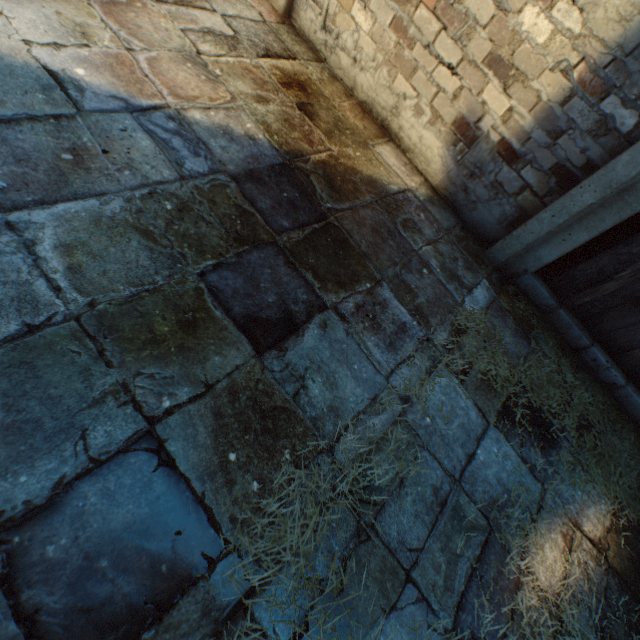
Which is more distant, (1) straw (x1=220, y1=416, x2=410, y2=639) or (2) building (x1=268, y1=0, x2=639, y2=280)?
(2) building (x1=268, y1=0, x2=639, y2=280)

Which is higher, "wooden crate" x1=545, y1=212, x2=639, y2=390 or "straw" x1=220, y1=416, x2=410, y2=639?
"wooden crate" x1=545, y1=212, x2=639, y2=390

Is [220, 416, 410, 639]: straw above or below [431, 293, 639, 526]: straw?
below

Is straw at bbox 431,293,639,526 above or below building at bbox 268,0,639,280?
below

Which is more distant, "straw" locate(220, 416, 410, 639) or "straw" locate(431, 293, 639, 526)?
"straw" locate(431, 293, 639, 526)

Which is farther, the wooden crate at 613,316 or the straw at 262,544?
the wooden crate at 613,316

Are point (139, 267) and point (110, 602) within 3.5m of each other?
yes

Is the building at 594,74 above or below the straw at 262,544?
above
